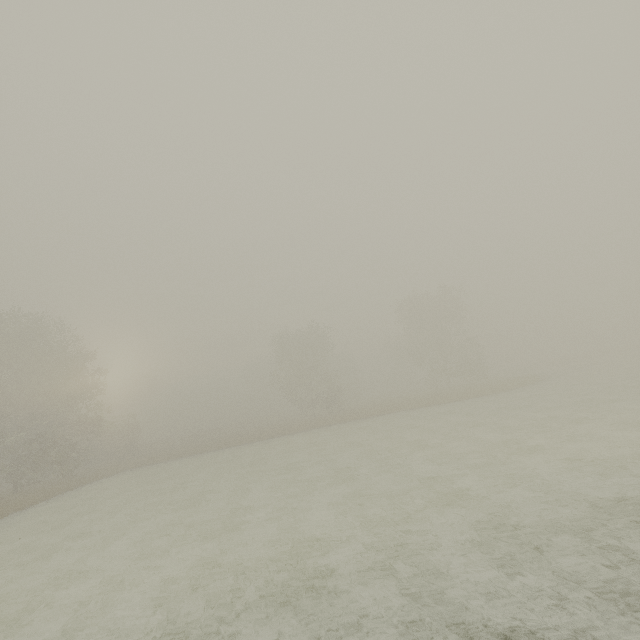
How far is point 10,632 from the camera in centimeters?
765cm
